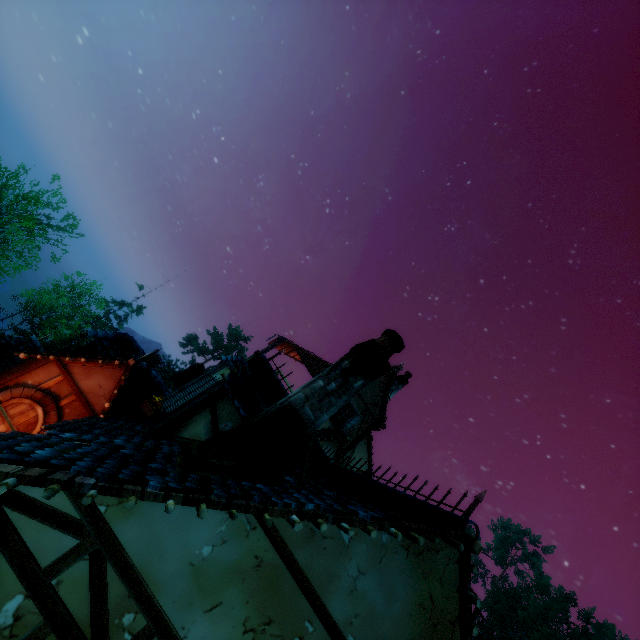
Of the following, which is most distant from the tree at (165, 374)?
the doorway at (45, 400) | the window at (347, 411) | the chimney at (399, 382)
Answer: the doorway at (45, 400)

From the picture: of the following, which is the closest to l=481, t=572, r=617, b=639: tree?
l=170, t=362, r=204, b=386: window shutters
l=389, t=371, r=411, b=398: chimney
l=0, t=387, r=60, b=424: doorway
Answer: l=170, t=362, r=204, b=386: window shutters

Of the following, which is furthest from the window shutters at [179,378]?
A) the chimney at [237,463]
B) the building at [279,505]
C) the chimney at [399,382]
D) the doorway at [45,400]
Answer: the chimney at [237,463]

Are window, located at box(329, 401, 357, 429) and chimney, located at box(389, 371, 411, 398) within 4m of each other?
yes

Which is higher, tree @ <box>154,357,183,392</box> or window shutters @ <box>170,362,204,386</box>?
window shutters @ <box>170,362,204,386</box>

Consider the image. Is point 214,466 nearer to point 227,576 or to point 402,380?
point 227,576

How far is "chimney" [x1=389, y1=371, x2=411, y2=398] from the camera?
17.6 meters

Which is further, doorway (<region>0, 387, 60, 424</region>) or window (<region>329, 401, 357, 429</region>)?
window (<region>329, 401, 357, 429</region>)
